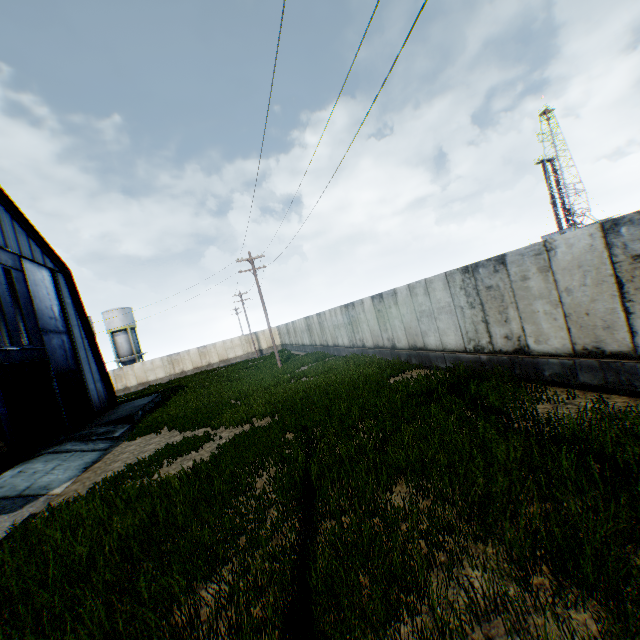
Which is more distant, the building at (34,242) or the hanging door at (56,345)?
the building at (34,242)

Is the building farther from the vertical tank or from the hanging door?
the vertical tank

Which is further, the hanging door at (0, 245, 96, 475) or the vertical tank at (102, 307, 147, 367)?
the vertical tank at (102, 307, 147, 367)

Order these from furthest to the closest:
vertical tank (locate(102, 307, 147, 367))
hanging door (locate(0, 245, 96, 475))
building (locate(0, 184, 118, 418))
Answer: vertical tank (locate(102, 307, 147, 367)), building (locate(0, 184, 118, 418)), hanging door (locate(0, 245, 96, 475))

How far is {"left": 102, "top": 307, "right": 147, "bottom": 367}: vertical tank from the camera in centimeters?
4862cm

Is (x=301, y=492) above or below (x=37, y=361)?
below

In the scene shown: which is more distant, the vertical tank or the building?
the vertical tank

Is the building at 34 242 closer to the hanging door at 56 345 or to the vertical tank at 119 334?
the hanging door at 56 345
